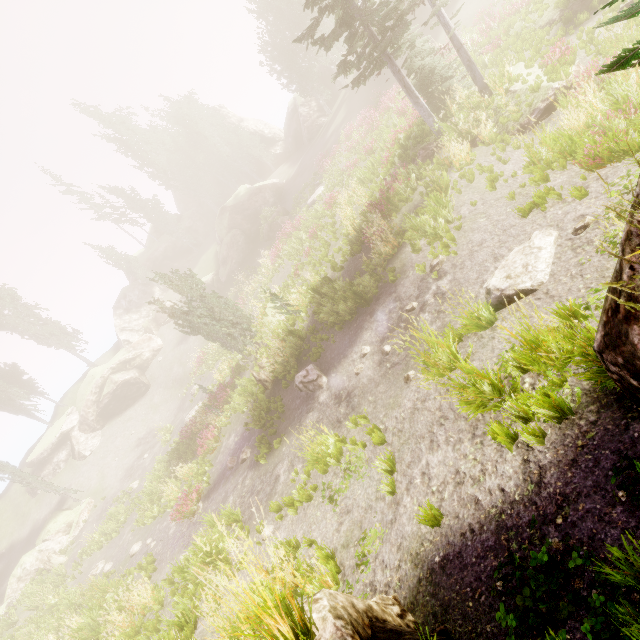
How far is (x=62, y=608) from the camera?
16.2m

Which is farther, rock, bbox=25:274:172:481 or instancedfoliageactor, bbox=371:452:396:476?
rock, bbox=25:274:172:481

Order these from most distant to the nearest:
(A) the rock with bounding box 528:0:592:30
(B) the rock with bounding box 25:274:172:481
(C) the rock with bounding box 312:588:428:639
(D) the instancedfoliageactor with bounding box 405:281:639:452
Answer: (B) the rock with bounding box 25:274:172:481, (A) the rock with bounding box 528:0:592:30, (D) the instancedfoliageactor with bounding box 405:281:639:452, (C) the rock with bounding box 312:588:428:639

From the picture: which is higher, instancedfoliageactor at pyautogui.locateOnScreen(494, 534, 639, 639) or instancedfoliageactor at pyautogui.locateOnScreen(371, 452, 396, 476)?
instancedfoliageactor at pyautogui.locateOnScreen(494, 534, 639, 639)

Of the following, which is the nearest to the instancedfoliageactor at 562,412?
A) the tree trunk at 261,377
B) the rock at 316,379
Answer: the rock at 316,379

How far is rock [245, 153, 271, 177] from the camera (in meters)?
49.69

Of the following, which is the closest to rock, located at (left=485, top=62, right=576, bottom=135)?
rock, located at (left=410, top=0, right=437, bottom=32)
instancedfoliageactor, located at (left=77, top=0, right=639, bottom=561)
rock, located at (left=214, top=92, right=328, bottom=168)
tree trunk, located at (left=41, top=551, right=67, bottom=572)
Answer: instancedfoliageactor, located at (left=77, top=0, right=639, bottom=561)

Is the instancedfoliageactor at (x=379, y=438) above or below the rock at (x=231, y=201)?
below
